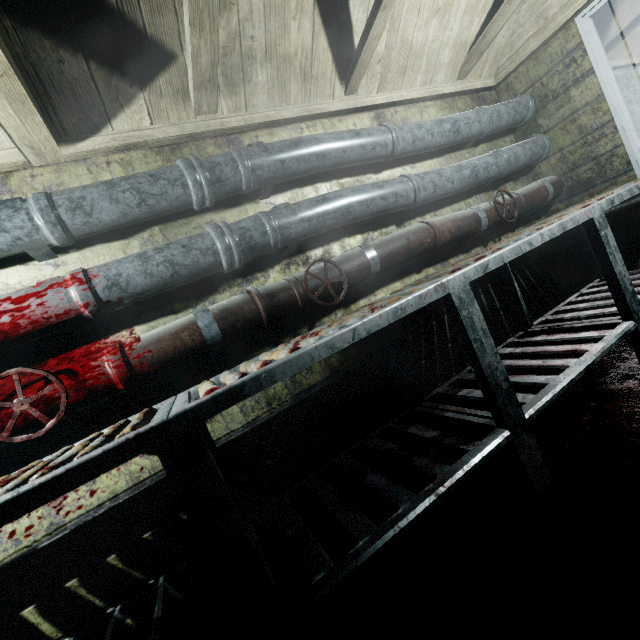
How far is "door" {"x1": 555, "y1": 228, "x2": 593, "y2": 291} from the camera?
2.63m

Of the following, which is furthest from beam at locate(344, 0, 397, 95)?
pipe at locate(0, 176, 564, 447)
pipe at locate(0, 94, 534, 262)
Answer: pipe at locate(0, 176, 564, 447)

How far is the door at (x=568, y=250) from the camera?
2.63m

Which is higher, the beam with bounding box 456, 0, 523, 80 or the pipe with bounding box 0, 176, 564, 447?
the beam with bounding box 456, 0, 523, 80

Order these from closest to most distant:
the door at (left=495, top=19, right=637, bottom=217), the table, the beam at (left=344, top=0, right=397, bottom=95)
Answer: the table < the beam at (left=344, top=0, right=397, bottom=95) < the door at (left=495, top=19, right=637, bottom=217)

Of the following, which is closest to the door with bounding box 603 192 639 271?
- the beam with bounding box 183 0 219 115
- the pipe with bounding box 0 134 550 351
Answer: the pipe with bounding box 0 134 550 351

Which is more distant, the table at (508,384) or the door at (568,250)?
the door at (568,250)

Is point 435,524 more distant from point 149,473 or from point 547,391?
point 149,473
